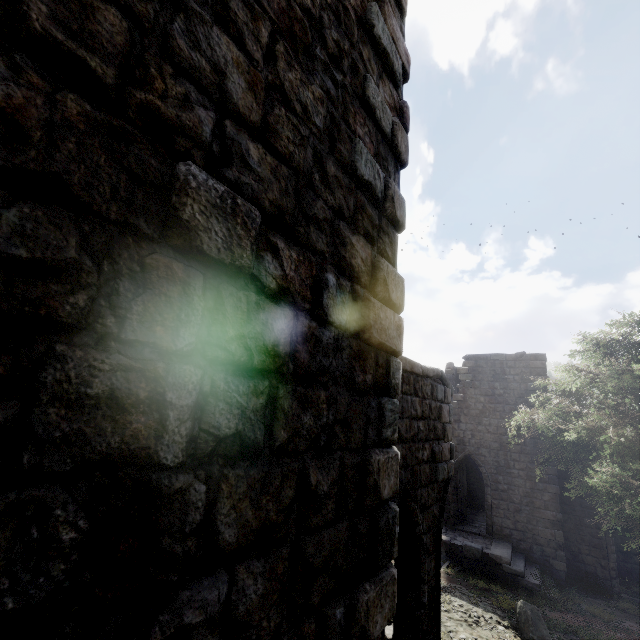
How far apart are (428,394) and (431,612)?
4.0 meters

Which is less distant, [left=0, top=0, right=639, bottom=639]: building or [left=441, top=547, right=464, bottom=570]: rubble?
[left=0, top=0, right=639, bottom=639]: building

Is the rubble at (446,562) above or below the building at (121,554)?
below

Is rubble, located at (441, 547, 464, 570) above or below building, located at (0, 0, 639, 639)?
below

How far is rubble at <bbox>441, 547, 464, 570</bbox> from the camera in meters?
14.8 m

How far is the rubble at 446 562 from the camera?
14.8 meters
